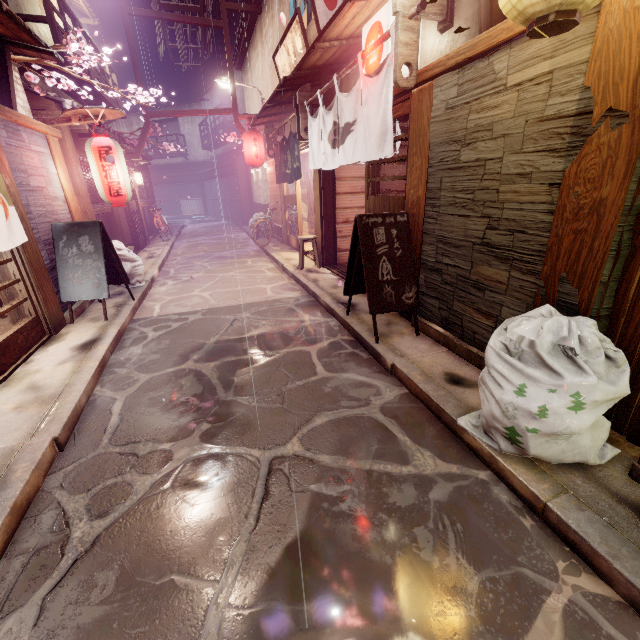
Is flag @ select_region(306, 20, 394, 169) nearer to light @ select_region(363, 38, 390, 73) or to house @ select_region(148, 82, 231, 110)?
light @ select_region(363, 38, 390, 73)

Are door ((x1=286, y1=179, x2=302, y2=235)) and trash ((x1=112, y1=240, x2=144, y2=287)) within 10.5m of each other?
yes

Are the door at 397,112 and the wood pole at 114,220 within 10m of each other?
no

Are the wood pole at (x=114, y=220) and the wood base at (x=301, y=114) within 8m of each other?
no

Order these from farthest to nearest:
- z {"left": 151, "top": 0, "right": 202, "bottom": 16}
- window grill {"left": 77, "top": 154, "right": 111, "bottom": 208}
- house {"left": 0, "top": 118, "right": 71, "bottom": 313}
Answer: z {"left": 151, "top": 0, "right": 202, "bottom": 16} < window grill {"left": 77, "top": 154, "right": 111, "bottom": 208} < house {"left": 0, "top": 118, "right": 71, "bottom": 313}

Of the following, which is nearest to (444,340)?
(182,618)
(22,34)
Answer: (182,618)

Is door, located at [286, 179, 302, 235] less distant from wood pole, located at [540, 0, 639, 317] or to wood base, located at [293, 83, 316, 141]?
wood base, located at [293, 83, 316, 141]

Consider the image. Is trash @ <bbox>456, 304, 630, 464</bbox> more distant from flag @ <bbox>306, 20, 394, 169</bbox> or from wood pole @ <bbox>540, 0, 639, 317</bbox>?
flag @ <bbox>306, 20, 394, 169</bbox>
